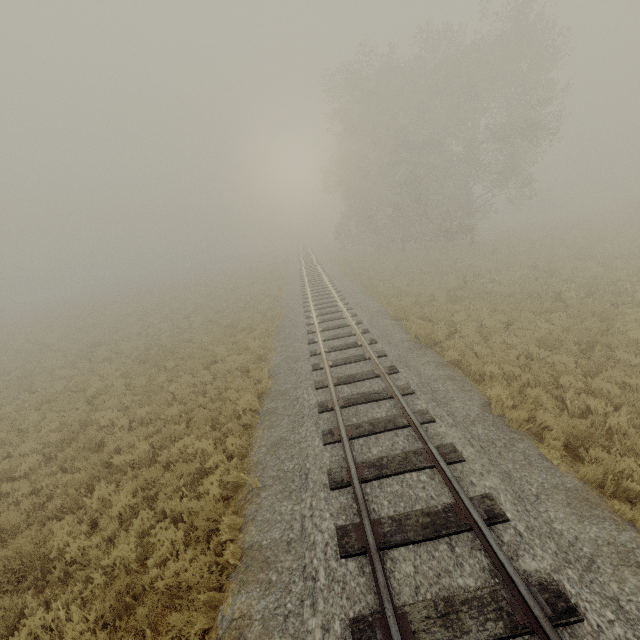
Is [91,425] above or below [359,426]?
below
